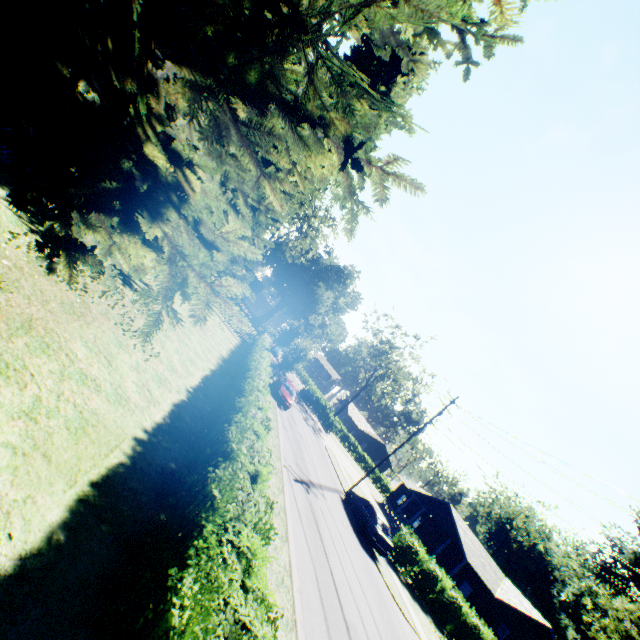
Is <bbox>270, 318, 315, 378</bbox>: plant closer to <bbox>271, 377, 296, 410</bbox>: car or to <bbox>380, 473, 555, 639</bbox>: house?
<bbox>271, 377, 296, 410</bbox>: car

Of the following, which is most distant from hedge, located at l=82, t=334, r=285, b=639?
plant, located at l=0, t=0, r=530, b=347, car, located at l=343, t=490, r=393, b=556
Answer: car, located at l=343, t=490, r=393, b=556

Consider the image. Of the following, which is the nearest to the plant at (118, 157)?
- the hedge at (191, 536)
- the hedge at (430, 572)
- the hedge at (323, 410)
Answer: the hedge at (191, 536)

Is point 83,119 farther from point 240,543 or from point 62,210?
point 240,543

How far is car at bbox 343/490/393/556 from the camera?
18.8m

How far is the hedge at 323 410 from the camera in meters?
47.9

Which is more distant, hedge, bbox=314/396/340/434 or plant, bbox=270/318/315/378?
hedge, bbox=314/396/340/434

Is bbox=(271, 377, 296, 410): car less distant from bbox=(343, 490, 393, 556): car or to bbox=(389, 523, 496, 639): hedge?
bbox=(343, 490, 393, 556): car
